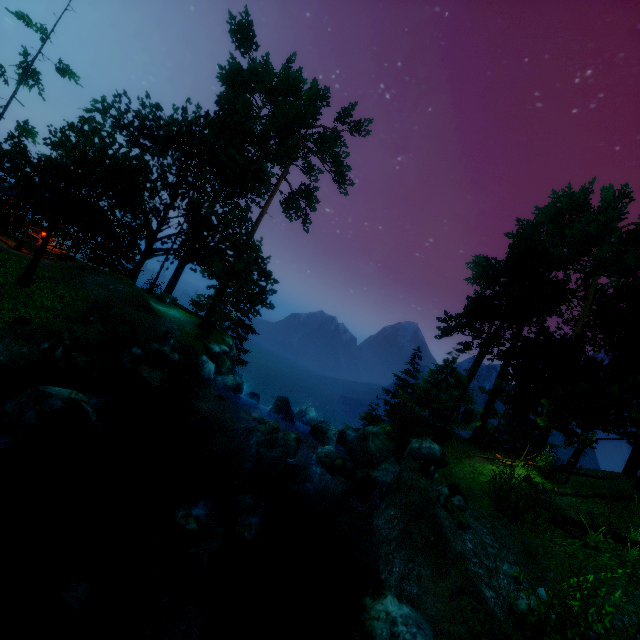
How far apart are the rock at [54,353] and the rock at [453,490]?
14.81m

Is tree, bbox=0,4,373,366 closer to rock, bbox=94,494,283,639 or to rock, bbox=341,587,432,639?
rock, bbox=341,587,432,639

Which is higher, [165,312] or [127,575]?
[165,312]

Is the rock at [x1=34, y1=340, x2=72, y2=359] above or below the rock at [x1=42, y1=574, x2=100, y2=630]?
above

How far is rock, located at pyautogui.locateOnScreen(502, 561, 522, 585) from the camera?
9.2m

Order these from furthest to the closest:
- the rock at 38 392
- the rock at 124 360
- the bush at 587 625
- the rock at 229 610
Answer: the rock at 124 360 < the rock at 38 392 < the rock at 229 610 < the bush at 587 625

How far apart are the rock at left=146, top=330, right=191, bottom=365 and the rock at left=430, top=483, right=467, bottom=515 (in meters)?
13.90

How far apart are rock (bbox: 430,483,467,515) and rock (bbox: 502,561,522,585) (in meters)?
1.71
